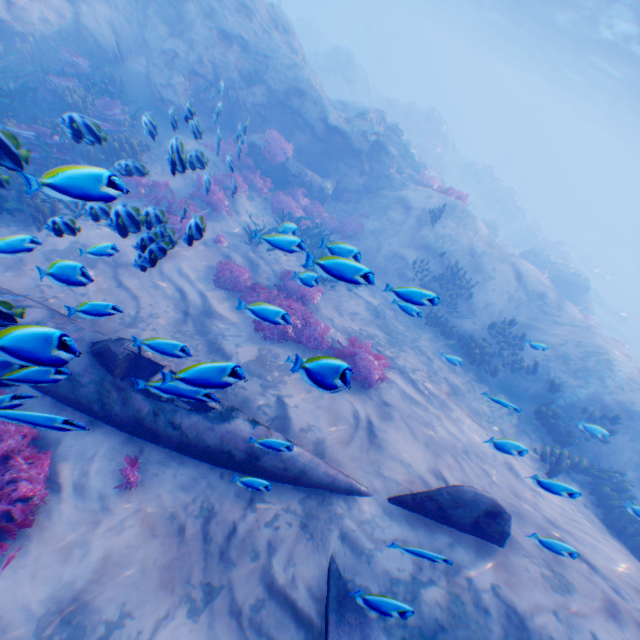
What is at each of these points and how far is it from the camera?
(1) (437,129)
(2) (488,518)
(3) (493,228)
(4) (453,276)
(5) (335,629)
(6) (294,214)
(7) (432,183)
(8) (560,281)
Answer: (1) instancedfoliageactor, 31.88m
(2) plane, 4.87m
(3) rock, 23.44m
(4) instancedfoliageactor, 12.83m
(5) plane, 3.91m
(6) instancedfoliageactor, 12.91m
(7) instancedfoliageactor, 16.91m
(8) rock, 20.52m

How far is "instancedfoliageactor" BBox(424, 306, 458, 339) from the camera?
11.64m

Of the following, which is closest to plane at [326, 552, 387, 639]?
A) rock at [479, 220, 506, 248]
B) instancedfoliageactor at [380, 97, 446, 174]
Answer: rock at [479, 220, 506, 248]

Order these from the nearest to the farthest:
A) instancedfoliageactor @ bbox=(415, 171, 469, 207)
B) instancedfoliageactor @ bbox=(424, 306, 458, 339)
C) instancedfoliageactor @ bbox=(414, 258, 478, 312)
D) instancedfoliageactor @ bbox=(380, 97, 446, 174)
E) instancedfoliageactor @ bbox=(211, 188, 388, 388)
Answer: instancedfoliageactor @ bbox=(211, 188, 388, 388) < instancedfoliageactor @ bbox=(424, 306, 458, 339) < instancedfoliageactor @ bbox=(414, 258, 478, 312) < instancedfoliageactor @ bbox=(415, 171, 469, 207) < instancedfoliageactor @ bbox=(380, 97, 446, 174)

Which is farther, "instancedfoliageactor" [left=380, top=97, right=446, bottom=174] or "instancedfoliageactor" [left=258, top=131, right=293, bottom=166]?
"instancedfoliageactor" [left=380, top=97, right=446, bottom=174]

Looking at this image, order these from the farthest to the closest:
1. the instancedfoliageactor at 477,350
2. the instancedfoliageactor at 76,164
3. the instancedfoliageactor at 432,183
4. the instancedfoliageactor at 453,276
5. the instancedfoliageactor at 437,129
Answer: the instancedfoliageactor at 437,129, the instancedfoliageactor at 432,183, the instancedfoliageactor at 453,276, the instancedfoliageactor at 477,350, the instancedfoliageactor at 76,164

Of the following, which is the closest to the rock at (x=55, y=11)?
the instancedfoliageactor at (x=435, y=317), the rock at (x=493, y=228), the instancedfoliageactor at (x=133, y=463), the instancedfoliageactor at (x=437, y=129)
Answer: the instancedfoliageactor at (x=133, y=463)

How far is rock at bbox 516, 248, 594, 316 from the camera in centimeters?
2008cm
